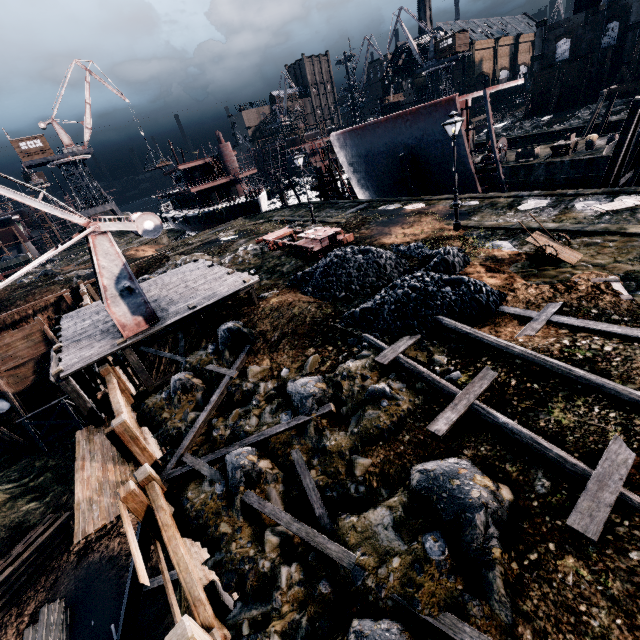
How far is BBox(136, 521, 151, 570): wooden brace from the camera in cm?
1530

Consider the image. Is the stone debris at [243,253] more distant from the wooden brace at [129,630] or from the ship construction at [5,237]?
the ship construction at [5,237]

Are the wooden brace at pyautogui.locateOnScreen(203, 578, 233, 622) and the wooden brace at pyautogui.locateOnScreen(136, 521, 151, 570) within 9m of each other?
yes

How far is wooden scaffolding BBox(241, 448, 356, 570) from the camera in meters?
6.4 m

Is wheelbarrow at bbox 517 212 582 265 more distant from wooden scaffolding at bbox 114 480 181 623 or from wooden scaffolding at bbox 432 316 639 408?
wooden scaffolding at bbox 114 480 181 623

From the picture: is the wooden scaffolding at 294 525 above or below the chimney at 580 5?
below

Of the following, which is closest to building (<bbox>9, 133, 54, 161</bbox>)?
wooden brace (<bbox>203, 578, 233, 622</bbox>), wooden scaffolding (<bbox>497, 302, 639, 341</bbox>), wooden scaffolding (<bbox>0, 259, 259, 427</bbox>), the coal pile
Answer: wooden scaffolding (<bbox>0, 259, 259, 427</bbox>)

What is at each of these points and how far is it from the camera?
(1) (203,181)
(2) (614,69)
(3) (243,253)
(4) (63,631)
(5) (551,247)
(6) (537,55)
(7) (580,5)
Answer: (1) ship, 54.6 meters
(2) building, 49.7 meters
(3) stone debris, 25.0 meters
(4) wood pile, 18.0 meters
(5) wheelbarrow, 12.3 meters
(6) building, 55.2 meters
(7) chimney, 51.8 meters
